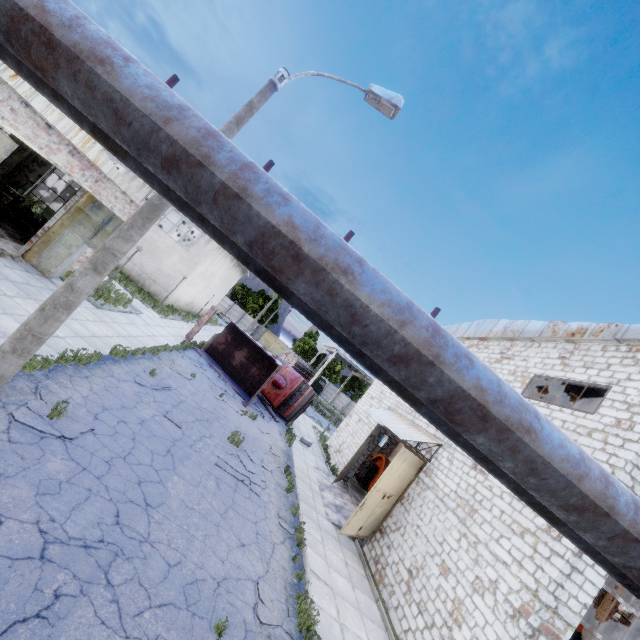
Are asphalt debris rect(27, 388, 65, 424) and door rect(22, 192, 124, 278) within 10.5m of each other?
yes

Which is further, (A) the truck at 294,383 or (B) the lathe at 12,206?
(A) the truck at 294,383

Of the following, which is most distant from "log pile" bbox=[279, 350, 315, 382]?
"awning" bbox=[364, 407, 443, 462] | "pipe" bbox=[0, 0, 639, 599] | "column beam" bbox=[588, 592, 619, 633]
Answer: "pipe" bbox=[0, 0, 639, 599]

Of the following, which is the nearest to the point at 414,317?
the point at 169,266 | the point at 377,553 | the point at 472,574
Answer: the point at 472,574

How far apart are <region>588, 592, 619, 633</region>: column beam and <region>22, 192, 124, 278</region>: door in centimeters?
Answer: 4394cm

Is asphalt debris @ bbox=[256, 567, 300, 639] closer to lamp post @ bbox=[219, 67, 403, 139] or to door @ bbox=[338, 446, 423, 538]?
door @ bbox=[338, 446, 423, 538]

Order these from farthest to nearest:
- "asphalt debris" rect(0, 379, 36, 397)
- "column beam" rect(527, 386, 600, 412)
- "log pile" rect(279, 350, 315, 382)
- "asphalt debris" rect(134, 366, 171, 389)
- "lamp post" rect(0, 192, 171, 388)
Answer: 1. "log pile" rect(279, 350, 315, 382)
2. "column beam" rect(527, 386, 600, 412)
3. "asphalt debris" rect(134, 366, 171, 389)
4. "asphalt debris" rect(0, 379, 36, 397)
5. "lamp post" rect(0, 192, 171, 388)

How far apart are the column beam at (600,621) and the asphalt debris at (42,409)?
40.5m
